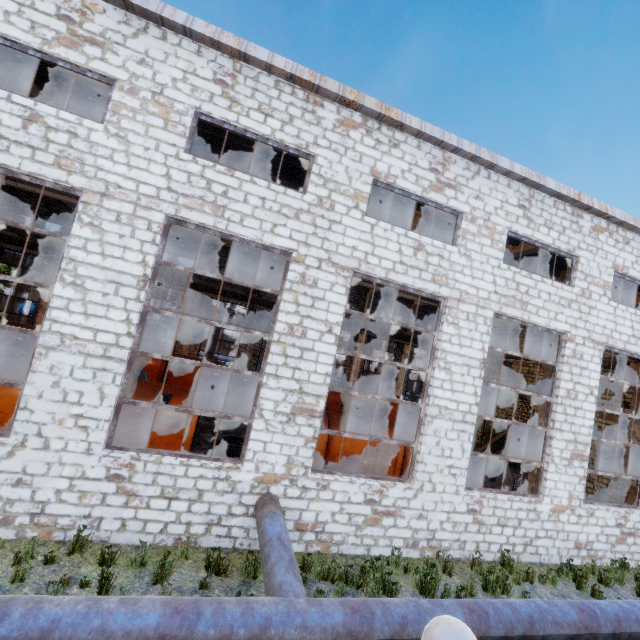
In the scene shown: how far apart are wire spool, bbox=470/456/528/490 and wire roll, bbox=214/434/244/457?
8.65m

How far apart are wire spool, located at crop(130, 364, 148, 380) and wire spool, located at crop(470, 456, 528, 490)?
16.3 meters

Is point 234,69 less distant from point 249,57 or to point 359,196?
point 249,57

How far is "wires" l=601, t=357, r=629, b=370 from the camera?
16.6m

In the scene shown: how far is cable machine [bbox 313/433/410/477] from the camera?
10.66m

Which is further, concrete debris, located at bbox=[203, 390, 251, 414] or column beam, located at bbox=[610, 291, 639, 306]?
concrete debris, located at bbox=[203, 390, 251, 414]

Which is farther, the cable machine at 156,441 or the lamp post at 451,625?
the cable machine at 156,441

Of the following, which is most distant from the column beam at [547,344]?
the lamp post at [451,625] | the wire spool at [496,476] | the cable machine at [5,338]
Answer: the cable machine at [5,338]
